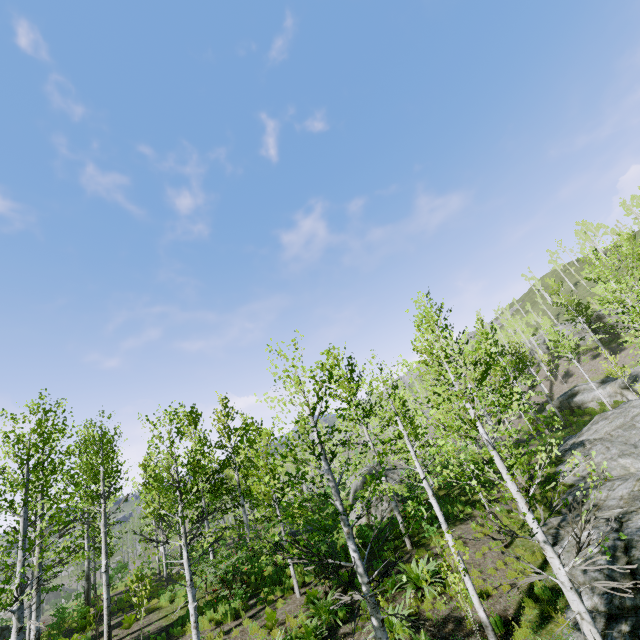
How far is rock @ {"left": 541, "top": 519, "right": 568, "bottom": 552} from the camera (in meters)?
11.11

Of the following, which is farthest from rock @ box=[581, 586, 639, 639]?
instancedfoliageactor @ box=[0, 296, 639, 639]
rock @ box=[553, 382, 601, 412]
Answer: rock @ box=[553, 382, 601, 412]

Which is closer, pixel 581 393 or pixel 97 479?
pixel 97 479

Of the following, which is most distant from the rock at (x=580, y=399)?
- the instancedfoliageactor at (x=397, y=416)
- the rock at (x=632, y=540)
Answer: the rock at (x=632, y=540)

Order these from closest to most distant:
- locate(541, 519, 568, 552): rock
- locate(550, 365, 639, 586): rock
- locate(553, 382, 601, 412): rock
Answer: locate(550, 365, 639, 586): rock, locate(541, 519, 568, 552): rock, locate(553, 382, 601, 412): rock

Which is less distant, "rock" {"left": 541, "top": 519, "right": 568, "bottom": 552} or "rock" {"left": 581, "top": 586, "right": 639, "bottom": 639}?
"rock" {"left": 581, "top": 586, "right": 639, "bottom": 639}

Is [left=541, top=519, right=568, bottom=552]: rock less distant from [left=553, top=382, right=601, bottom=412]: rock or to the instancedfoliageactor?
the instancedfoliageactor
